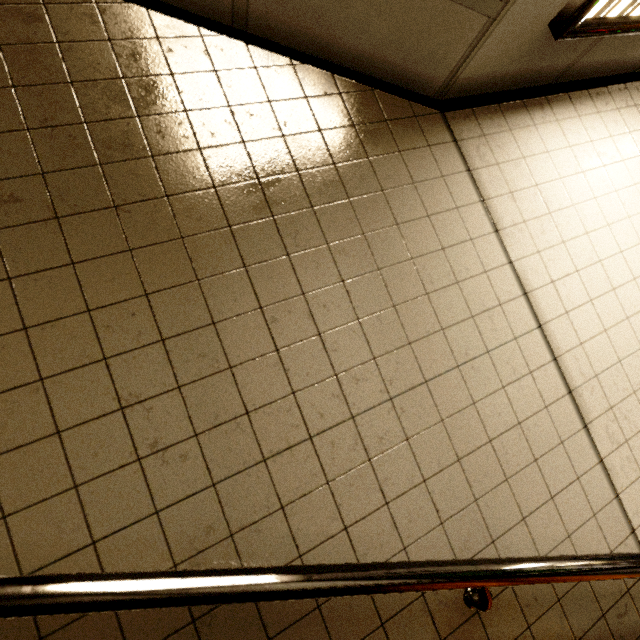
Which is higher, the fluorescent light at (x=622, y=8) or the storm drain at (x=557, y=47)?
the storm drain at (x=557, y=47)

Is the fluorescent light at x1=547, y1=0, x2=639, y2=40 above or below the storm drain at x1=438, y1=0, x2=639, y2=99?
below

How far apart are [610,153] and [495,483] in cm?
178
